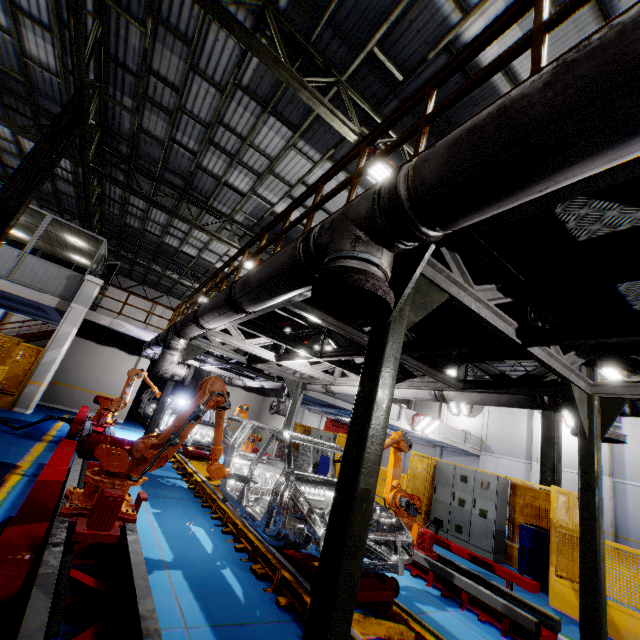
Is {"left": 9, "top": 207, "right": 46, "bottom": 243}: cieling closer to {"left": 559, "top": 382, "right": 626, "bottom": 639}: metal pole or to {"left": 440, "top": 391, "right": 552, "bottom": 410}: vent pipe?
{"left": 440, "top": 391, "right": 552, "bottom": 410}: vent pipe

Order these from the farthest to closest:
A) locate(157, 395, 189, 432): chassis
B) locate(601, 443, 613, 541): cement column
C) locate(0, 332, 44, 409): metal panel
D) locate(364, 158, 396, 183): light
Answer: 1. locate(601, 443, 613, 541): cement column
2. locate(157, 395, 189, 432): chassis
3. locate(0, 332, 44, 409): metal panel
4. locate(364, 158, 396, 183): light

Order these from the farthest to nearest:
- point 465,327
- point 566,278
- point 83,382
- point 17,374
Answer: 1. point 83,382
2. point 17,374
3. point 465,327
4. point 566,278

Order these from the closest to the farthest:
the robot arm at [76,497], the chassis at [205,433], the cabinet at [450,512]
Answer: the robot arm at [76,497]
the cabinet at [450,512]
the chassis at [205,433]

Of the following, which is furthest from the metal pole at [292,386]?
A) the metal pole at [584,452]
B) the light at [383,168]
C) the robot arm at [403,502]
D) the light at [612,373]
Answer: the light at [612,373]

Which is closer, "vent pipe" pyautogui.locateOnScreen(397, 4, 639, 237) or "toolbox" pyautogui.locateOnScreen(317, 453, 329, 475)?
"vent pipe" pyautogui.locateOnScreen(397, 4, 639, 237)

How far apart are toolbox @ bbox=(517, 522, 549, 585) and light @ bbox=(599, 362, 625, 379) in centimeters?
896cm

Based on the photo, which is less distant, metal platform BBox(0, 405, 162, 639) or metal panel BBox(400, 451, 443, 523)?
metal platform BBox(0, 405, 162, 639)
